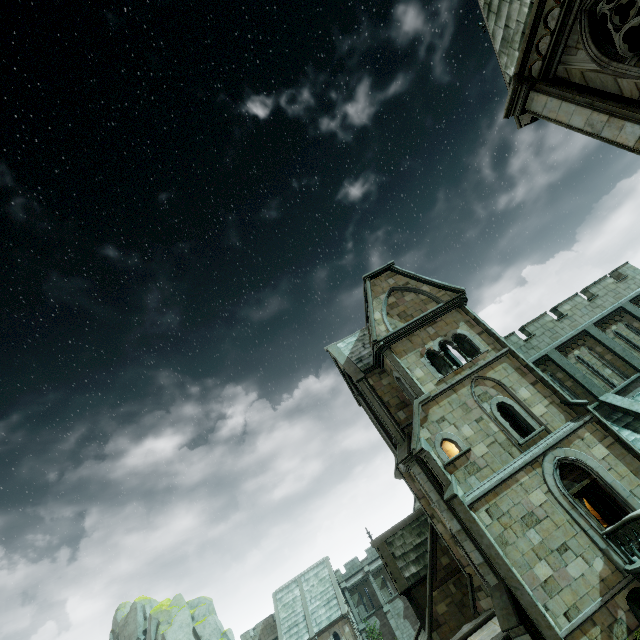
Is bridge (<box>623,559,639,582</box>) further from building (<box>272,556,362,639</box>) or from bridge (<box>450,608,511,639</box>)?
bridge (<box>450,608,511,639</box>)

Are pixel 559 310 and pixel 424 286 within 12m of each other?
yes

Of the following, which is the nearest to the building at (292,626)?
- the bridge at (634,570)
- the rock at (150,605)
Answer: the bridge at (634,570)

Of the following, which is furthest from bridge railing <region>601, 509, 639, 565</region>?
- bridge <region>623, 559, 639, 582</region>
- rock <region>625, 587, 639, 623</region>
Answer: rock <region>625, 587, 639, 623</region>

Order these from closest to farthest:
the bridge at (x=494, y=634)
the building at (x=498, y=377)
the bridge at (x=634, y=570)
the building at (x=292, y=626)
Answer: the bridge at (x=634, y=570) < the building at (x=498, y=377) < the bridge at (x=494, y=634) < the building at (x=292, y=626)

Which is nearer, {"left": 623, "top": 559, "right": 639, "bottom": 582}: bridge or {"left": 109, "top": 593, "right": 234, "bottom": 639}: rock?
{"left": 623, "top": 559, "right": 639, "bottom": 582}: bridge

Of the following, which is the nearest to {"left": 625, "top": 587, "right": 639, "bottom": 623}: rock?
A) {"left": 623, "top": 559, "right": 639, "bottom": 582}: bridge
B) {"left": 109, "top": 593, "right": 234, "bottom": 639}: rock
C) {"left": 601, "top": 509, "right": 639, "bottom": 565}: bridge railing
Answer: {"left": 623, "top": 559, "right": 639, "bottom": 582}: bridge

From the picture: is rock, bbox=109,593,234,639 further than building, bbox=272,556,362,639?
Yes
